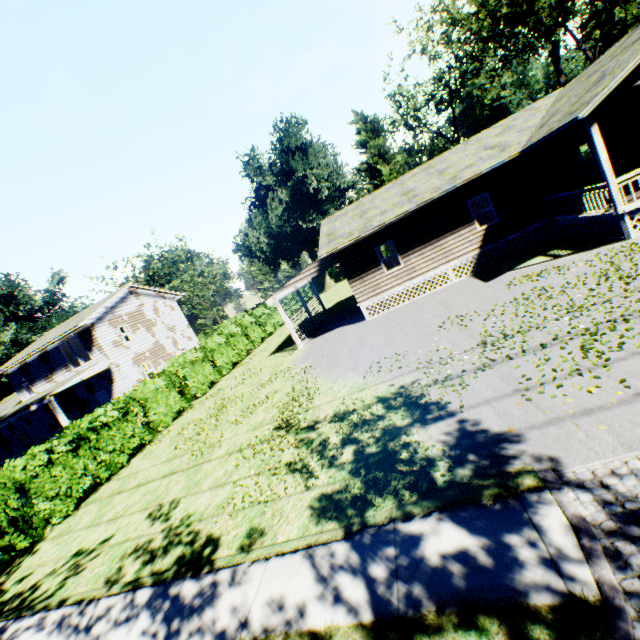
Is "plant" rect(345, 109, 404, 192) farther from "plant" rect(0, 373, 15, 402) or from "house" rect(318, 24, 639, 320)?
"house" rect(318, 24, 639, 320)

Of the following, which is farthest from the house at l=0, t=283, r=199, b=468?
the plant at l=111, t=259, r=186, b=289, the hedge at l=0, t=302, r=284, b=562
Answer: the hedge at l=0, t=302, r=284, b=562

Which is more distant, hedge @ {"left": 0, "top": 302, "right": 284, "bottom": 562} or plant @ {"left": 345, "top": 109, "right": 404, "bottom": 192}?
plant @ {"left": 345, "top": 109, "right": 404, "bottom": 192}

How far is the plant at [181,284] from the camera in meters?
51.4 m

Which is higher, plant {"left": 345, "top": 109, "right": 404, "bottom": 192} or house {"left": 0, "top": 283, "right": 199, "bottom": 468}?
plant {"left": 345, "top": 109, "right": 404, "bottom": 192}

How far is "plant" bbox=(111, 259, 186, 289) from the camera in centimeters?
5138cm

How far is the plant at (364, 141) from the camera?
42.9 meters

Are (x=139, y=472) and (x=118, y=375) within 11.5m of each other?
no
